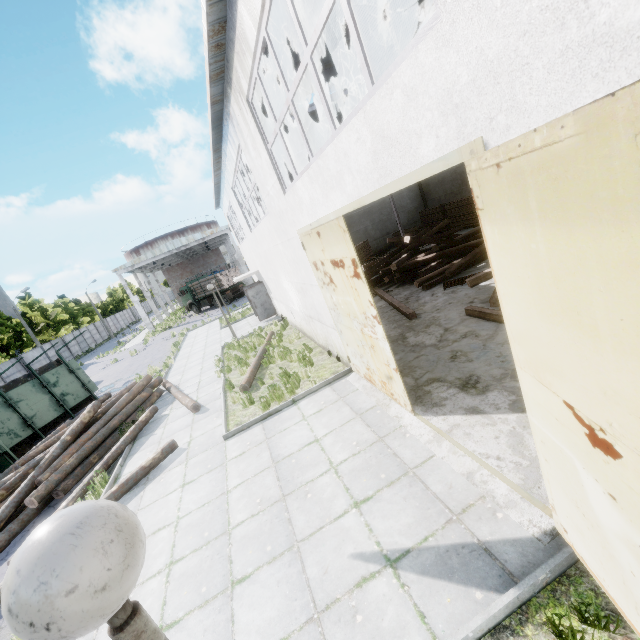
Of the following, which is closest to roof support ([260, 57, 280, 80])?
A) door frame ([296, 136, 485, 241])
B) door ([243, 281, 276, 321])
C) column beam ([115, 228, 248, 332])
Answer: door frame ([296, 136, 485, 241])

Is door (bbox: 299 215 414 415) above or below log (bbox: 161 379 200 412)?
above

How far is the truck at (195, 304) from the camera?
37.1 meters

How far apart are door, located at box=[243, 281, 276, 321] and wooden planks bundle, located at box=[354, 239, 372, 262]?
5.3m

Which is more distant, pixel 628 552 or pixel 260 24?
pixel 260 24

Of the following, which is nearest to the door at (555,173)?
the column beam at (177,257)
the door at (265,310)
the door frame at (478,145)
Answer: the door frame at (478,145)

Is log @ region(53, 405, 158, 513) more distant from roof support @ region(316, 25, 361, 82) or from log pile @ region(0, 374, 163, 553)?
roof support @ region(316, 25, 361, 82)

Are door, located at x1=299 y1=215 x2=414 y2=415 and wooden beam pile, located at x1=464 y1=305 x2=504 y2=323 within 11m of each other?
yes
